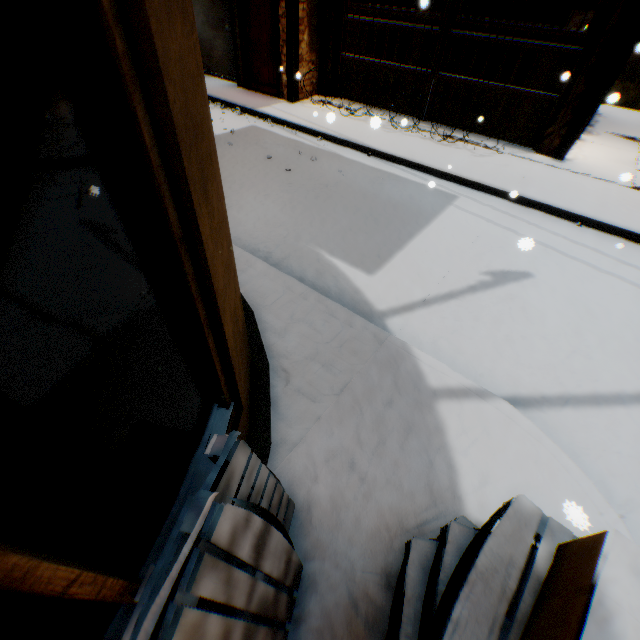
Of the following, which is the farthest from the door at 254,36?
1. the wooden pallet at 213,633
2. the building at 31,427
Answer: the wooden pallet at 213,633

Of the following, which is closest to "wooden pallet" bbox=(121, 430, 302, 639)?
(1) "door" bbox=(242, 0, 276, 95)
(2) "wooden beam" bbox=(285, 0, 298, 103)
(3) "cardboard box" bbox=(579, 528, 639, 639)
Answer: (3) "cardboard box" bbox=(579, 528, 639, 639)

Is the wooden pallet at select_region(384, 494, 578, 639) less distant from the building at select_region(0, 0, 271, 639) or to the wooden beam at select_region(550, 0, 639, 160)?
the building at select_region(0, 0, 271, 639)

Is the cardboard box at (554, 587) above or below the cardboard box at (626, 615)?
below

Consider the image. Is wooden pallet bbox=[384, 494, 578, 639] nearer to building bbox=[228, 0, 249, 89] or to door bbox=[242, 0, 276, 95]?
building bbox=[228, 0, 249, 89]

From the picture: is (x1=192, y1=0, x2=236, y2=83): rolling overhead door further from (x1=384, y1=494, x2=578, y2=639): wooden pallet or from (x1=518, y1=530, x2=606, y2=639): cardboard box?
(x1=384, y1=494, x2=578, y2=639): wooden pallet

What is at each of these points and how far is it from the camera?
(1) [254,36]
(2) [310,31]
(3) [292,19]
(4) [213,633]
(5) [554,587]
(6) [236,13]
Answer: (1) door, 9.0m
(2) building, 8.6m
(3) wooden beam, 8.0m
(4) wooden pallet, 1.2m
(5) cardboard box, 1.4m
(6) building, 8.9m

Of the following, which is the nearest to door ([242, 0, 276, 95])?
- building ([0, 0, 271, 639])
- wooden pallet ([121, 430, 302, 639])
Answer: building ([0, 0, 271, 639])
